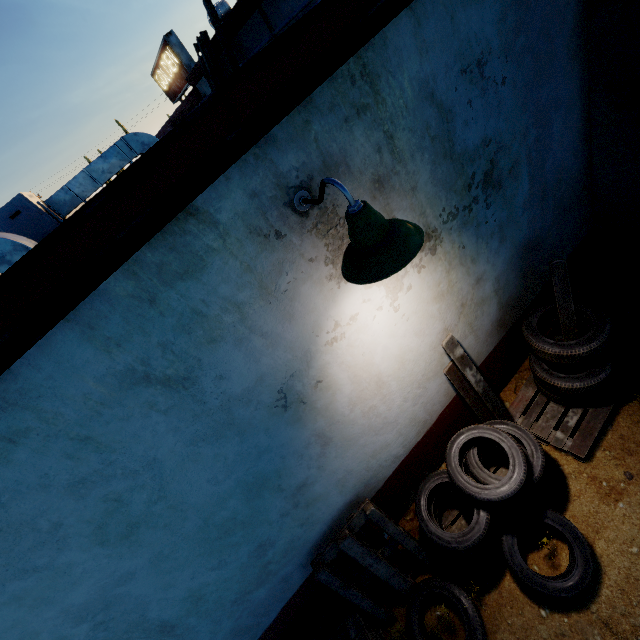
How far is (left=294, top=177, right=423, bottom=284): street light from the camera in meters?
1.5

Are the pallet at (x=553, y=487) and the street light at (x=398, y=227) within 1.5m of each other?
no

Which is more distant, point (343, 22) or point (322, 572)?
point (322, 572)

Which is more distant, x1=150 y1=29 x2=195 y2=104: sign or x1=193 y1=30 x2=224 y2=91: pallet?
x1=150 y1=29 x2=195 y2=104: sign

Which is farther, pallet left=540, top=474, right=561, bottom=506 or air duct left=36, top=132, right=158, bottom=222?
air duct left=36, top=132, right=158, bottom=222

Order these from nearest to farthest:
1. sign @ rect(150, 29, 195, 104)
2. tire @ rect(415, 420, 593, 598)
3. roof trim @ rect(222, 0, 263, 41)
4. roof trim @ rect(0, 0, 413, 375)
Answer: roof trim @ rect(0, 0, 413, 375), tire @ rect(415, 420, 593, 598), roof trim @ rect(222, 0, 263, 41), sign @ rect(150, 29, 195, 104)

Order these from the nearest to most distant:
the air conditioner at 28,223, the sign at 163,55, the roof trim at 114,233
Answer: the roof trim at 114,233 < the air conditioner at 28,223 < the sign at 163,55

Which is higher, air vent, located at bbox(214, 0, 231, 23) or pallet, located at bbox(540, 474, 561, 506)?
air vent, located at bbox(214, 0, 231, 23)
